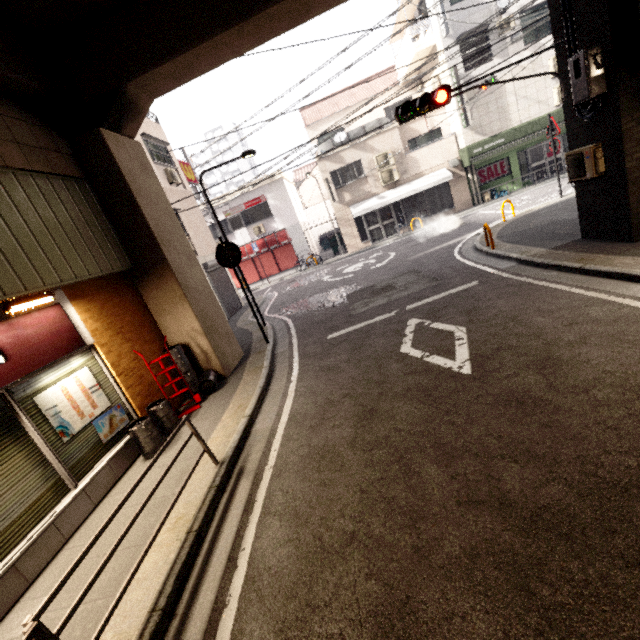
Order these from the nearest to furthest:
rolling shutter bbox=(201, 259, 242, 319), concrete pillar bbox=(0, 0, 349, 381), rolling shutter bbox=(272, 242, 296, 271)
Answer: concrete pillar bbox=(0, 0, 349, 381) < rolling shutter bbox=(201, 259, 242, 319) < rolling shutter bbox=(272, 242, 296, 271)

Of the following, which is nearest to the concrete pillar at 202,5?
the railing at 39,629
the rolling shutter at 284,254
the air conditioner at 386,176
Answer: the railing at 39,629

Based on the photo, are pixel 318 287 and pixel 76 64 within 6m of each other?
no

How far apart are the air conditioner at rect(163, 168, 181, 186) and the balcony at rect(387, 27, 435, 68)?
14.17m

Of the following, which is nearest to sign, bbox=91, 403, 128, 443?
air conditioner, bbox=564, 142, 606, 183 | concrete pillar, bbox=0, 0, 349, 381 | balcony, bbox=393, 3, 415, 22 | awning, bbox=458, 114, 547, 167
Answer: concrete pillar, bbox=0, 0, 349, 381

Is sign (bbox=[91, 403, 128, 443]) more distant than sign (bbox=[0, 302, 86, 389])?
Yes

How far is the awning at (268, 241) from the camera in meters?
21.2 m

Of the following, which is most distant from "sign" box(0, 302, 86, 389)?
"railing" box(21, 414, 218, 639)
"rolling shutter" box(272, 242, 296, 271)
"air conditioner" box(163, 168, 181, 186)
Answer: "rolling shutter" box(272, 242, 296, 271)
